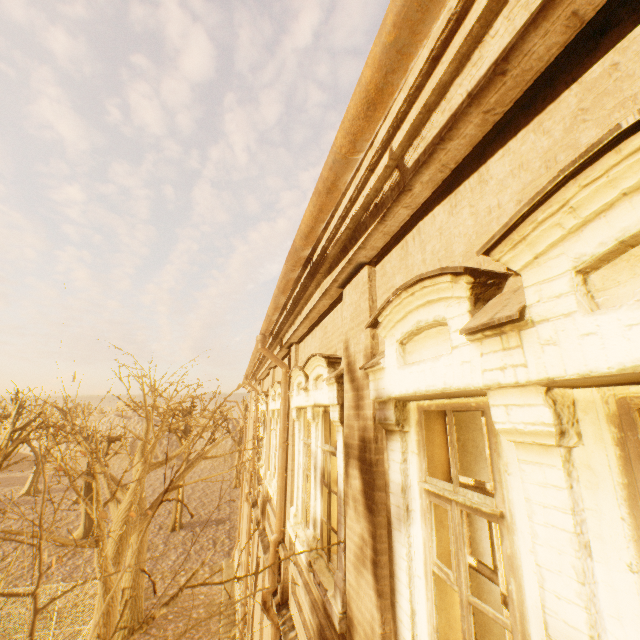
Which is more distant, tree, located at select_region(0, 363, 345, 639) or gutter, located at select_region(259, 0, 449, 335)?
tree, located at select_region(0, 363, 345, 639)

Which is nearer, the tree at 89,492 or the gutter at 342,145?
the gutter at 342,145

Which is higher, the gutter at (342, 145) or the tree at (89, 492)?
the gutter at (342, 145)

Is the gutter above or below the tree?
above

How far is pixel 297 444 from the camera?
6.10m
